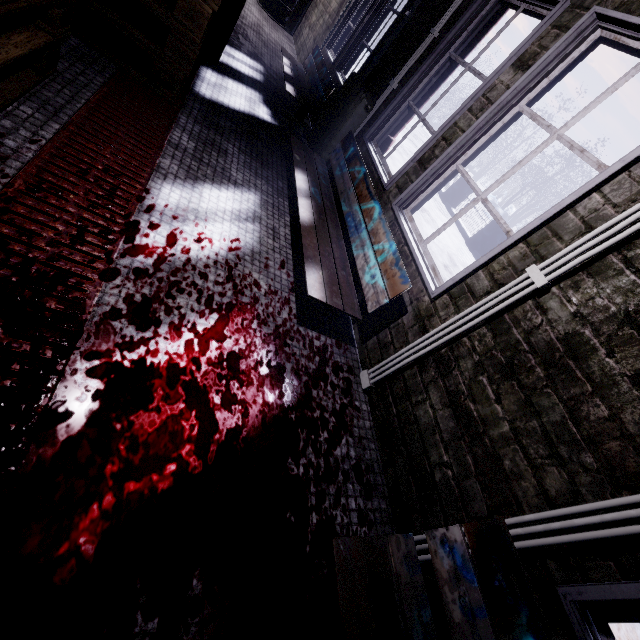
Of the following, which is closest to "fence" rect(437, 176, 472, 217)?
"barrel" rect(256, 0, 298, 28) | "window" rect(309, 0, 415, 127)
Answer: "window" rect(309, 0, 415, 127)

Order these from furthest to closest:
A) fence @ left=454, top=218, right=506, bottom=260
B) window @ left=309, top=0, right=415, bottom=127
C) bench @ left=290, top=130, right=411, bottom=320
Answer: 1. fence @ left=454, top=218, right=506, bottom=260
2. window @ left=309, top=0, right=415, bottom=127
3. bench @ left=290, top=130, right=411, bottom=320

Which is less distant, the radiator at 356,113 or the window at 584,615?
the window at 584,615

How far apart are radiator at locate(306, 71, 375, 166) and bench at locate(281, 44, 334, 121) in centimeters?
22cm

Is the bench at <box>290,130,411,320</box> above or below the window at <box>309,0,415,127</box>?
below

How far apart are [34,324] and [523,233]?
2.0 meters

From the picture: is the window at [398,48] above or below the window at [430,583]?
above

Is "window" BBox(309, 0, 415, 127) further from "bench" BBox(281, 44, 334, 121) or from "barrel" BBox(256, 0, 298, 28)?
"barrel" BBox(256, 0, 298, 28)
